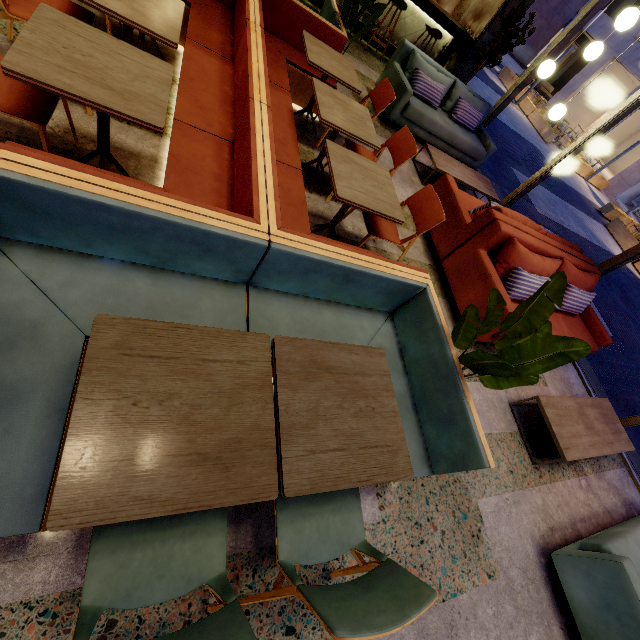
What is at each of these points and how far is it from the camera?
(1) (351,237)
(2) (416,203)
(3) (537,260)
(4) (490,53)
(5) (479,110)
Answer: (1) building, 3.4m
(2) chair, 3.0m
(3) couch, 3.5m
(4) tree, 6.0m
(5) couch, 6.0m

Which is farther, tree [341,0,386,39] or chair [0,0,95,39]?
tree [341,0,386,39]

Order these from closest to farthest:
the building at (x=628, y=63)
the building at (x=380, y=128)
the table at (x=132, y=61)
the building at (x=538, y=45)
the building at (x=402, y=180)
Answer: the table at (x=132, y=61) → the building at (x=402, y=180) → the building at (x=380, y=128) → the building at (x=628, y=63) → the building at (x=538, y=45)

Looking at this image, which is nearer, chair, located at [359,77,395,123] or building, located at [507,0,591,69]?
chair, located at [359,77,395,123]

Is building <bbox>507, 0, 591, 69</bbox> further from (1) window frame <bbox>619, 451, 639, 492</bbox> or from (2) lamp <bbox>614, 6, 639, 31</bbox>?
(2) lamp <bbox>614, 6, 639, 31</bbox>

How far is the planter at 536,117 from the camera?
16.2m

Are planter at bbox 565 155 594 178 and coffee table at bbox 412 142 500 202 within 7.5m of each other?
no

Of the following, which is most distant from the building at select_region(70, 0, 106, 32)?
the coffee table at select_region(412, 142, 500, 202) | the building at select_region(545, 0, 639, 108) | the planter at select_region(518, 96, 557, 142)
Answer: the building at select_region(545, 0, 639, 108)
